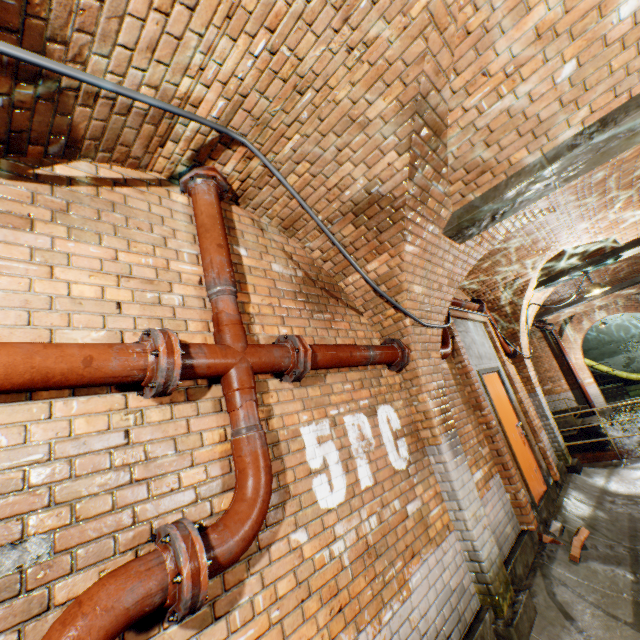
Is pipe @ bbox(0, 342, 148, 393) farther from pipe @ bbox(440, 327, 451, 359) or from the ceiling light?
the ceiling light

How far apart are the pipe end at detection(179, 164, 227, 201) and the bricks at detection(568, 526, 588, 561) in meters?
5.9

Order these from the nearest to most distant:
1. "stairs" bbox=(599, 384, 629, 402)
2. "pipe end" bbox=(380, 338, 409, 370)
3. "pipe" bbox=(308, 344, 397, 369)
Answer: "pipe" bbox=(308, 344, 397, 369) < "pipe end" bbox=(380, 338, 409, 370) < "stairs" bbox=(599, 384, 629, 402)

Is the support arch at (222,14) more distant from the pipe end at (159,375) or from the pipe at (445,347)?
the pipe at (445,347)

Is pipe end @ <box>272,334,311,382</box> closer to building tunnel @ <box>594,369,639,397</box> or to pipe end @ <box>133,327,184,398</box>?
pipe end @ <box>133,327,184,398</box>

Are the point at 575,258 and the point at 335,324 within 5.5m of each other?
no

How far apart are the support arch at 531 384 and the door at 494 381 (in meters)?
1.65

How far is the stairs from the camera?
16.3 meters
